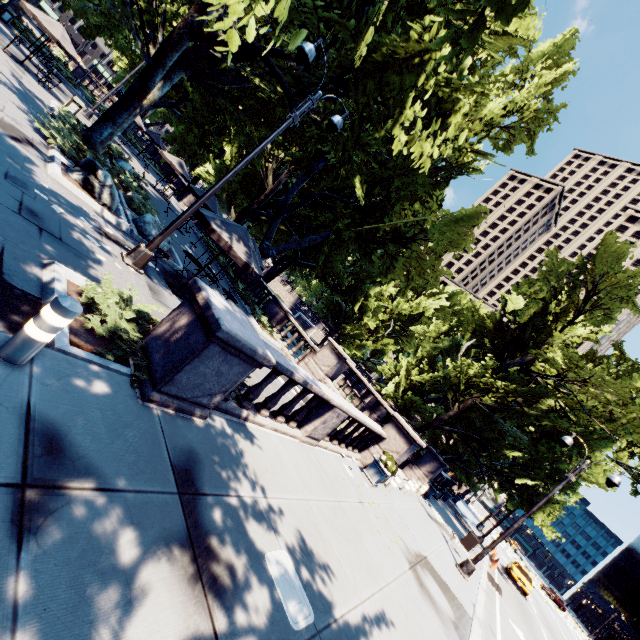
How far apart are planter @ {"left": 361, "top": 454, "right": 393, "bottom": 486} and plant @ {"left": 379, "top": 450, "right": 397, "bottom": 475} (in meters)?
0.02

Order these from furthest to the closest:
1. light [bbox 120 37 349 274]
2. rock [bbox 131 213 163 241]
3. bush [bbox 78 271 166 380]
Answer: rock [bbox 131 213 163 241] < light [bbox 120 37 349 274] < bush [bbox 78 271 166 380]

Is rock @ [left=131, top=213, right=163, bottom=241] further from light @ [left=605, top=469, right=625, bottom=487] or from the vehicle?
the vehicle

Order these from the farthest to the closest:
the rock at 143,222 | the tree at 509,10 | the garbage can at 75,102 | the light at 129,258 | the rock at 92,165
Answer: the garbage can at 75,102, the rock at 143,222, the rock at 92,165, the tree at 509,10, the light at 129,258

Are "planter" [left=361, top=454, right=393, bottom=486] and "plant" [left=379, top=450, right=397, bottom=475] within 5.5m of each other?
yes

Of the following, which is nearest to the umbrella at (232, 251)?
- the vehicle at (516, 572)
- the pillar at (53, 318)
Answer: the pillar at (53, 318)

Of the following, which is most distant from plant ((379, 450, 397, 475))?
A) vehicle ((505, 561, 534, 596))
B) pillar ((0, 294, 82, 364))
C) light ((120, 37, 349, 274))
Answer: vehicle ((505, 561, 534, 596))

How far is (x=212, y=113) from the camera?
32.6m
